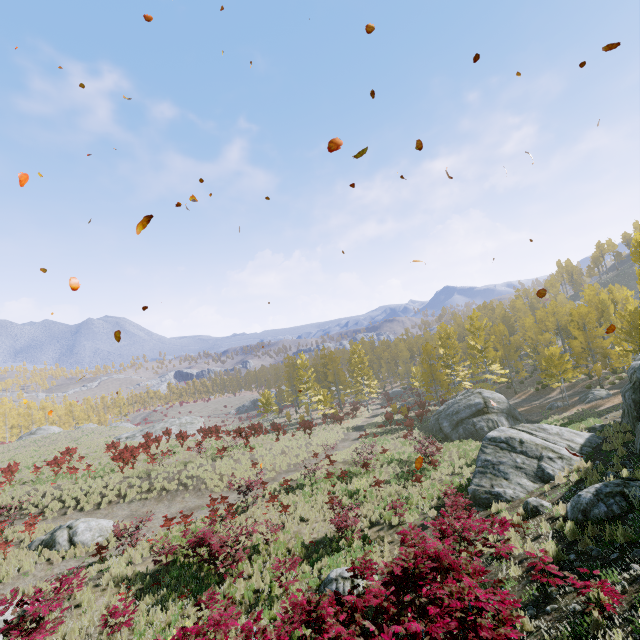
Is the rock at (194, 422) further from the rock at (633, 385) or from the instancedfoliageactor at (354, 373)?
the rock at (633, 385)

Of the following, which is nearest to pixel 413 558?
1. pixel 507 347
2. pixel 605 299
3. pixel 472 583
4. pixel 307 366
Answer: pixel 472 583

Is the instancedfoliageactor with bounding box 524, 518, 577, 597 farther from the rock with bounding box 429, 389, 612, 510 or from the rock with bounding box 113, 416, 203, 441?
the rock with bounding box 113, 416, 203, 441

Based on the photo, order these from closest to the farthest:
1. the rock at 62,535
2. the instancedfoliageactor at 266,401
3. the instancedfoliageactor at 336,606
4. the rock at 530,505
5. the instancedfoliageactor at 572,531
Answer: the instancedfoliageactor at 336,606, the instancedfoliageactor at 572,531, the rock at 530,505, the rock at 62,535, the instancedfoliageactor at 266,401

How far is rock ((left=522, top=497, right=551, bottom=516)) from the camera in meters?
9.8

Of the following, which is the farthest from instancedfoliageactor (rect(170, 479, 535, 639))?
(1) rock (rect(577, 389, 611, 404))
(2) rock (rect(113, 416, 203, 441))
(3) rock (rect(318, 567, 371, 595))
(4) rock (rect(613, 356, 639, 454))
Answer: (2) rock (rect(113, 416, 203, 441))

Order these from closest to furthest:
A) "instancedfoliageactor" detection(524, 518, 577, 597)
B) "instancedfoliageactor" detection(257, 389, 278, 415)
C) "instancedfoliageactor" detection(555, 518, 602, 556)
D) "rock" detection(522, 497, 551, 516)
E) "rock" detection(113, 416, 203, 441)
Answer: "instancedfoliageactor" detection(524, 518, 577, 597)
"instancedfoliageactor" detection(555, 518, 602, 556)
"rock" detection(522, 497, 551, 516)
"rock" detection(113, 416, 203, 441)
"instancedfoliageactor" detection(257, 389, 278, 415)

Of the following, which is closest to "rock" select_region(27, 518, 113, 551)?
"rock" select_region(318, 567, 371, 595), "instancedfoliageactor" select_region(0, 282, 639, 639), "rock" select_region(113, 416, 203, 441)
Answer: "instancedfoliageactor" select_region(0, 282, 639, 639)
